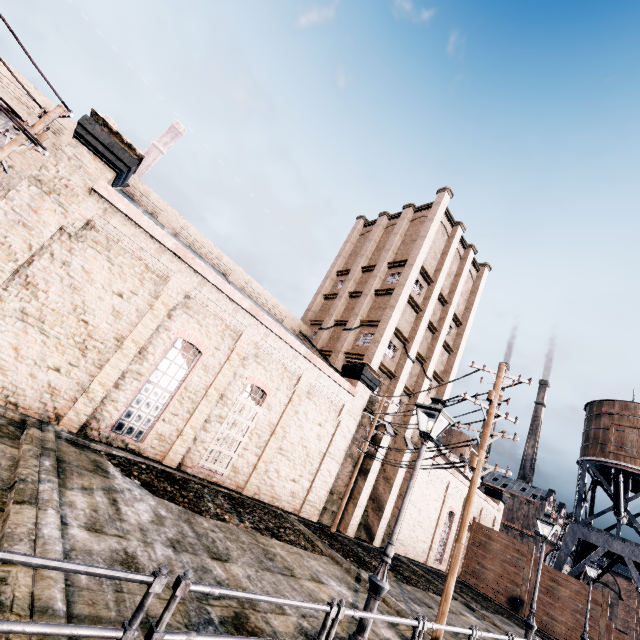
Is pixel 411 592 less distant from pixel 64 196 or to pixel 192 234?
pixel 64 196

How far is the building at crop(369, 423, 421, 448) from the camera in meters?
23.3 m

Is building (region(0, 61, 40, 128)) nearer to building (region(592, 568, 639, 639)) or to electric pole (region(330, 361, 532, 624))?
electric pole (region(330, 361, 532, 624))

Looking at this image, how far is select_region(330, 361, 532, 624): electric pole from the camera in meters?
9.4

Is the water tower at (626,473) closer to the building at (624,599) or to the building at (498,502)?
the building at (498,502)

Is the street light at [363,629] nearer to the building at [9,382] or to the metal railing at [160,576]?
the metal railing at [160,576]

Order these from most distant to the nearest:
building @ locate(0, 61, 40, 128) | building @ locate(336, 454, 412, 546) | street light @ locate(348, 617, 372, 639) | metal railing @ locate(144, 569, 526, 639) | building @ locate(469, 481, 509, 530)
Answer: building @ locate(469, 481, 509, 530)
building @ locate(336, 454, 412, 546)
building @ locate(0, 61, 40, 128)
street light @ locate(348, 617, 372, 639)
metal railing @ locate(144, 569, 526, 639)
